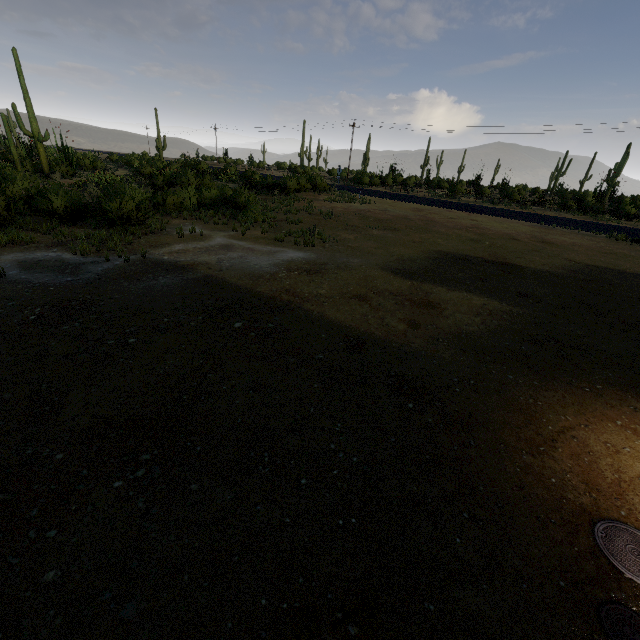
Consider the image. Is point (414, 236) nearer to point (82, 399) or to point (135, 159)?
point (82, 399)
